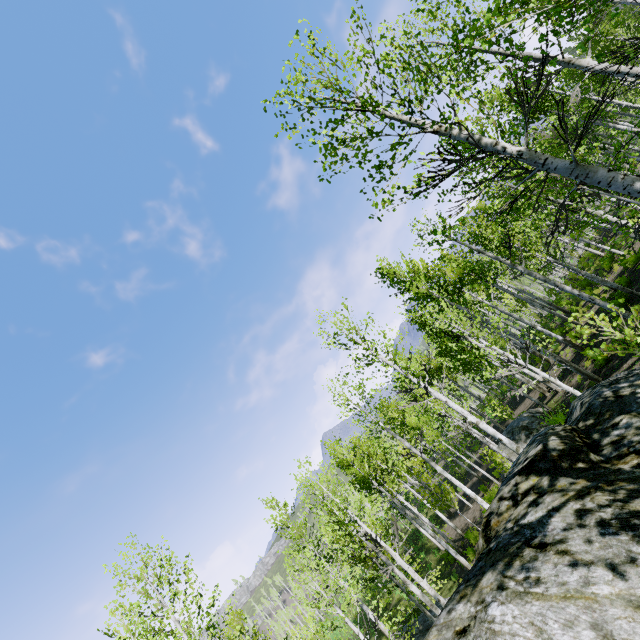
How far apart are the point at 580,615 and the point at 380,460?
22.47m
